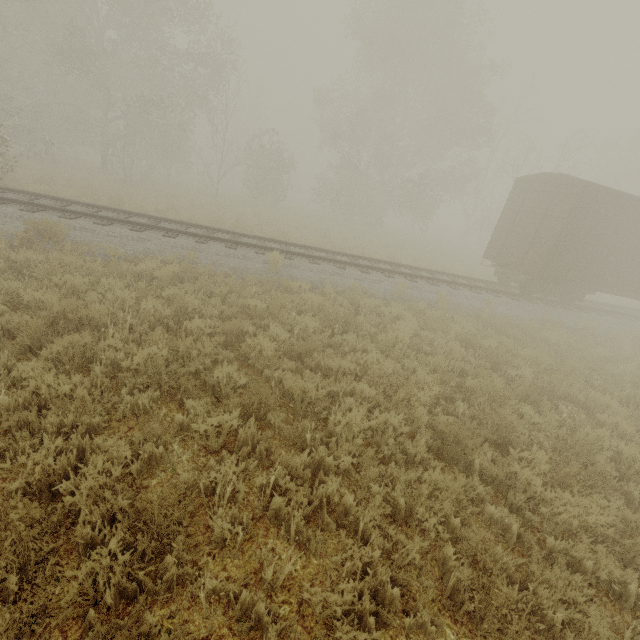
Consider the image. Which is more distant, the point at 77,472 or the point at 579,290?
the point at 579,290
